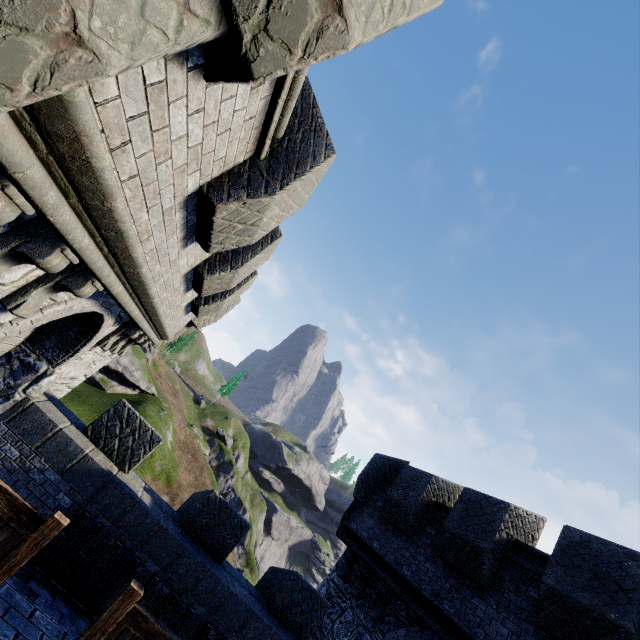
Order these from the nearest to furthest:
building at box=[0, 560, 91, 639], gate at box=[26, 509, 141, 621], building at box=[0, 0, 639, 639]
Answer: building at box=[0, 0, 639, 639] < building at box=[0, 560, 91, 639] < gate at box=[26, 509, 141, 621]

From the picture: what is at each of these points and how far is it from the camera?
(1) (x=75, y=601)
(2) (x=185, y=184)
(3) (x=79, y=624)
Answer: (1) gate, 5.7 meters
(2) building, 3.1 meters
(3) building, 5.5 meters

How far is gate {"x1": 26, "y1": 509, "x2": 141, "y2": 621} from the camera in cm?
567

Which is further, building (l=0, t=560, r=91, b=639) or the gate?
the gate

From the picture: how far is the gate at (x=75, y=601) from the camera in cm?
567

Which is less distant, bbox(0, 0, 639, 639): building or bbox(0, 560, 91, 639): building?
bbox(0, 0, 639, 639): building

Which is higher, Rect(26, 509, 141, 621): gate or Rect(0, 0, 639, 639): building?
Rect(0, 0, 639, 639): building

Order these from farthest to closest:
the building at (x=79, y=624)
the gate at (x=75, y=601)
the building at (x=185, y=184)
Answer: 1. the gate at (x=75, y=601)
2. the building at (x=79, y=624)
3. the building at (x=185, y=184)
